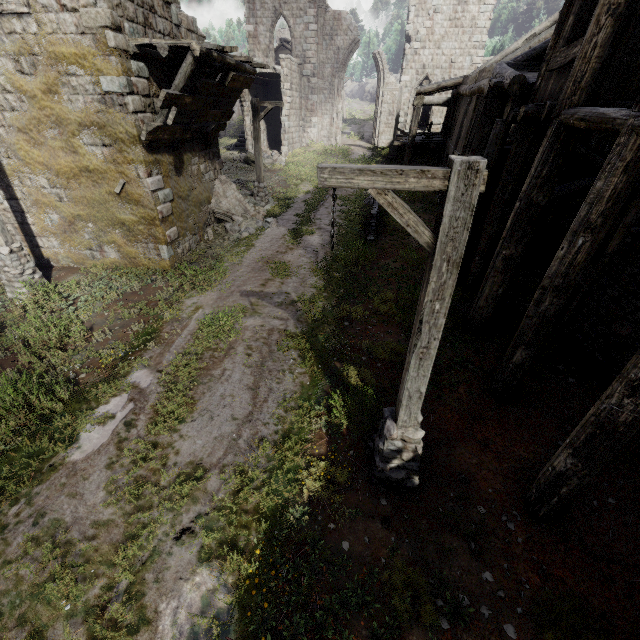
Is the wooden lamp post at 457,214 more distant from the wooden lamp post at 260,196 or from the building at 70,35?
the wooden lamp post at 260,196

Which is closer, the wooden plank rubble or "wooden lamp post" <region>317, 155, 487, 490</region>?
"wooden lamp post" <region>317, 155, 487, 490</region>

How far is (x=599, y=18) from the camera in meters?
5.1 m

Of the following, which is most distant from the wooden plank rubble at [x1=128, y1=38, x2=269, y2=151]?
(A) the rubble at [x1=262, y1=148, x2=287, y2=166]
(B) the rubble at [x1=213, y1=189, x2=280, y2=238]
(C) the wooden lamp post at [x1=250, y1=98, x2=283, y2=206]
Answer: (A) the rubble at [x1=262, y1=148, x2=287, y2=166]

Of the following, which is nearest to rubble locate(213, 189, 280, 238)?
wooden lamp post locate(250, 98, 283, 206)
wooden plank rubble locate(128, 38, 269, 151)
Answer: wooden lamp post locate(250, 98, 283, 206)

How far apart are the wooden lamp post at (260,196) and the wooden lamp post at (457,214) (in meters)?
13.15

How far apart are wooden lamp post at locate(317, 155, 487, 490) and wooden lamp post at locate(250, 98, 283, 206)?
13.1m

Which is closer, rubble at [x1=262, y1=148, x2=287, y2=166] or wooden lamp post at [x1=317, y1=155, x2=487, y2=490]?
wooden lamp post at [x1=317, y1=155, x2=487, y2=490]
